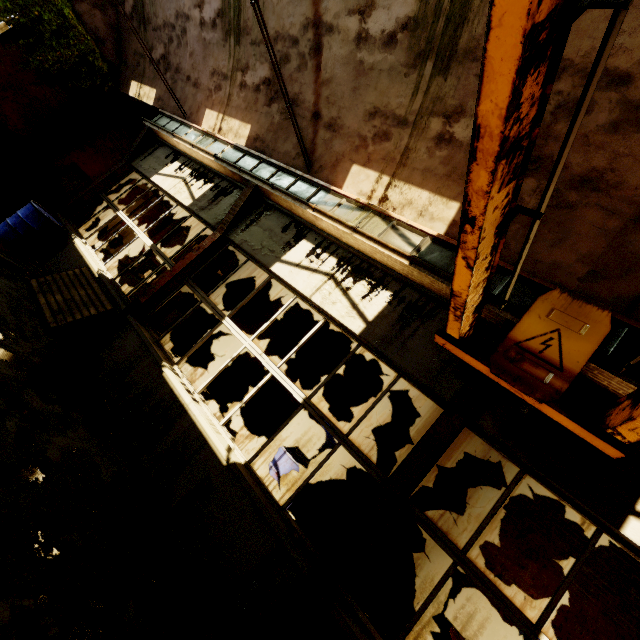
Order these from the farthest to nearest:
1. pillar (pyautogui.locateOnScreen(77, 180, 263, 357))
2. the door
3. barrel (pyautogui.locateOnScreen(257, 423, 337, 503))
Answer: the door
barrel (pyautogui.locateOnScreen(257, 423, 337, 503))
pillar (pyautogui.locateOnScreen(77, 180, 263, 357))

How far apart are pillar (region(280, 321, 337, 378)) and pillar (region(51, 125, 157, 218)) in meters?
6.2 m

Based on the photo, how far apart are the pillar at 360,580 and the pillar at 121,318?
6.35m

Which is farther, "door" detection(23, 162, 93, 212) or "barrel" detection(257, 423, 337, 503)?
"door" detection(23, 162, 93, 212)

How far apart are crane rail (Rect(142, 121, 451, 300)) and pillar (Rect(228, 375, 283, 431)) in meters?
4.9

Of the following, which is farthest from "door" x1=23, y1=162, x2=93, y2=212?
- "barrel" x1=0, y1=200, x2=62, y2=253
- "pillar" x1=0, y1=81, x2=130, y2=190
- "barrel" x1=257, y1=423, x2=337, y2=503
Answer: "barrel" x1=257, y1=423, x2=337, y2=503

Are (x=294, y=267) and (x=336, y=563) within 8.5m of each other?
yes

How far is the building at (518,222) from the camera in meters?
3.8
